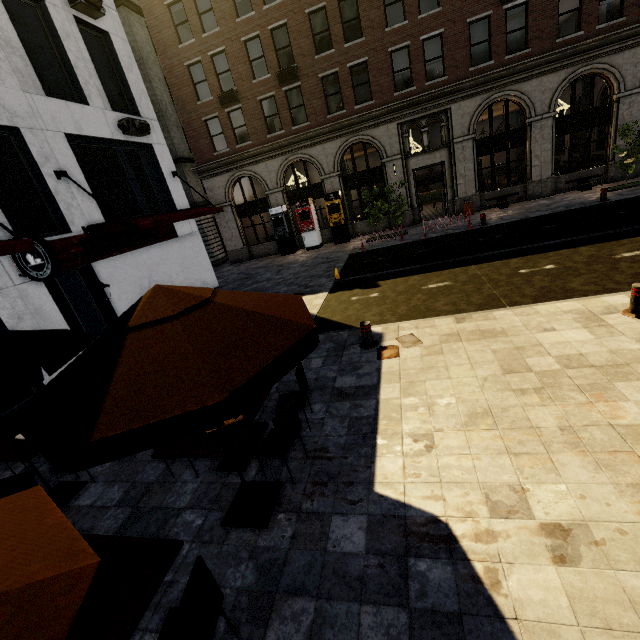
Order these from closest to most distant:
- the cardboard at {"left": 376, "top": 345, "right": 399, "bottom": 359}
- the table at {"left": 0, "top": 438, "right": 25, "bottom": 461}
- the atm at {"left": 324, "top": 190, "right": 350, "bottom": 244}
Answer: the table at {"left": 0, "top": 438, "right": 25, "bottom": 461}
the cardboard at {"left": 376, "top": 345, "right": 399, "bottom": 359}
the atm at {"left": 324, "top": 190, "right": 350, "bottom": 244}

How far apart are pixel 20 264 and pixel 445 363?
10.8m

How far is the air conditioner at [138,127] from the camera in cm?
1230

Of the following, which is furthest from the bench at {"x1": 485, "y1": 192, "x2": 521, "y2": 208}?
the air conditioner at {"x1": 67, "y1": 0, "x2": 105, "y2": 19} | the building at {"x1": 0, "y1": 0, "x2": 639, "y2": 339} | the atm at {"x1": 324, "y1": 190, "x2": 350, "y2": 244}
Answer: the air conditioner at {"x1": 67, "y1": 0, "x2": 105, "y2": 19}

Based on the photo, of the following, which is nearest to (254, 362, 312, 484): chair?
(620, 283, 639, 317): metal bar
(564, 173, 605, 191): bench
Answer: (620, 283, 639, 317): metal bar

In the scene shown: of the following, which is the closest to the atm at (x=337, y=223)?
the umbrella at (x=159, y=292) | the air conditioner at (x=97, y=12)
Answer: Answer: the air conditioner at (x=97, y=12)

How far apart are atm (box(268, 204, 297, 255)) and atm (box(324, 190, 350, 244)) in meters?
2.8

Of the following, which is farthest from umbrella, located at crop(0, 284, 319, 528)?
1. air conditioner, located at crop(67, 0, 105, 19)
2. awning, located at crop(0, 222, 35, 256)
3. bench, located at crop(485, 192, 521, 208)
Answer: bench, located at crop(485, 192, 521, 208)
